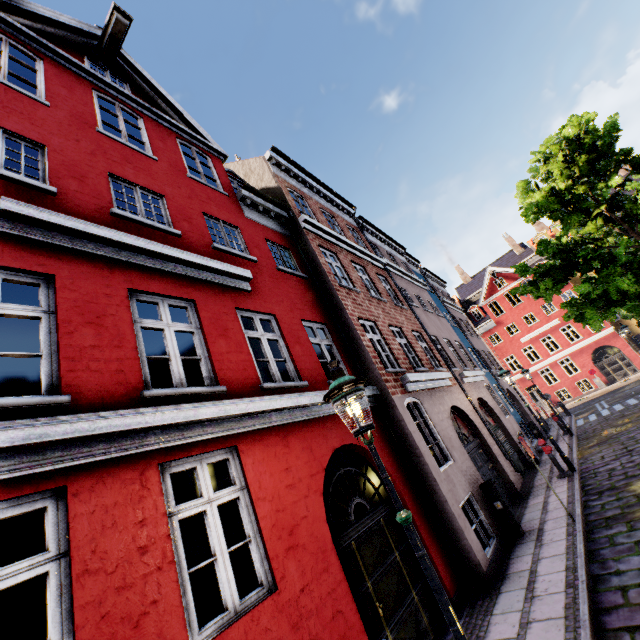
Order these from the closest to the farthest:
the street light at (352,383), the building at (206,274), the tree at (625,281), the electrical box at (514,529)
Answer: the street light at (352,383) < the building at (206,274) < the electrical box at (514,529) < the tree at (625,281)

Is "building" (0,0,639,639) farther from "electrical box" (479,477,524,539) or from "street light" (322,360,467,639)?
"street light" (322,360,467,639)

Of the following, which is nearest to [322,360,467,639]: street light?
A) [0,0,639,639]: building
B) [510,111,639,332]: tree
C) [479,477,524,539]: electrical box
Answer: [0,0,639,639]: building

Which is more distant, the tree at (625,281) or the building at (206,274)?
the tree at (625,281)

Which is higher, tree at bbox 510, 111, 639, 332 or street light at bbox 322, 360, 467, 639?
tree at bbox 510, 111, 639, 332

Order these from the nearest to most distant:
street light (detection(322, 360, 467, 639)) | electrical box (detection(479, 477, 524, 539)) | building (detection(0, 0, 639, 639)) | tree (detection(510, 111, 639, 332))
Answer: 1. street light (detection(322, 360, 467, 639))
2. building (detection(0, 0, 639, 639))
3. electrical box (detection(479, 477, 524, 539))
4. tree (detection(510, 111, 639, 332))

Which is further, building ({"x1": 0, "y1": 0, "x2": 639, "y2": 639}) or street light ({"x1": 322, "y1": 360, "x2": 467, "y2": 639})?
building ({"x1": 0, "y1": 0, "x2": 639, "y2": 639})

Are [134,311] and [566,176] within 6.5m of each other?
no
